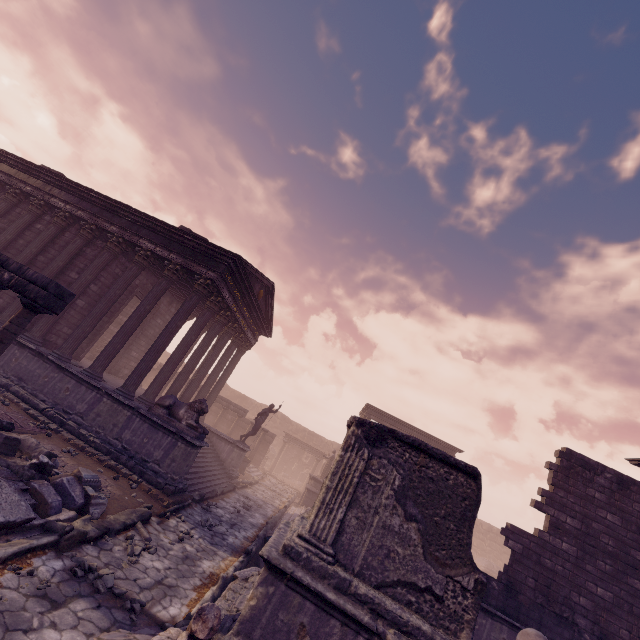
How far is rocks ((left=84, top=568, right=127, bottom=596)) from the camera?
4.7m

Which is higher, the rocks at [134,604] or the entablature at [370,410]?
the entablature at [370,410]

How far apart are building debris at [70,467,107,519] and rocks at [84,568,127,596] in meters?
1.4 m

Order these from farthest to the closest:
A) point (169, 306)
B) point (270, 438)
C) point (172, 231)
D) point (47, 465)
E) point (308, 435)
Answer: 1. point (308, 435)
2. point (270, 438)
3. point (169, 306)
4. point (172, 231)
5. point (47, 465)

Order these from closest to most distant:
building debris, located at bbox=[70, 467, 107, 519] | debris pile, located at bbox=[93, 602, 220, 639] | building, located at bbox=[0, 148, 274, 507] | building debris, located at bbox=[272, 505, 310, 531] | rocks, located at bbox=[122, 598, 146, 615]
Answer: debris pile, located at bbox=[93, 602, 220, 639], rocks, located at bbox=[122, 598, 146, 615], building debris, located at bbox=[70, 467, 107, 519], building, located at bbox=[0, 148, 274, 507], building debris, located at bbox=[272, 505, 310, 531]

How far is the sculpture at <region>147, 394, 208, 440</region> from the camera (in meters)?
9.97

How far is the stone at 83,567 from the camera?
4.7m

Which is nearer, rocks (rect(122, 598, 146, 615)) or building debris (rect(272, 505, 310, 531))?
rocks (rect(122, 598, 146, 615))
